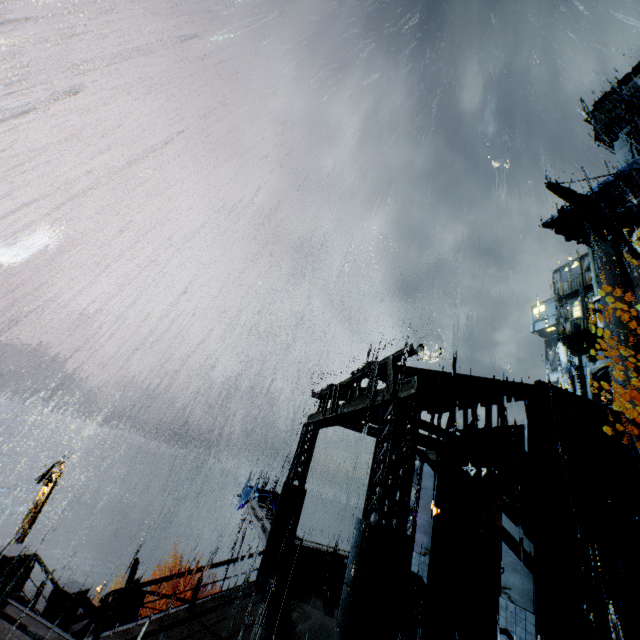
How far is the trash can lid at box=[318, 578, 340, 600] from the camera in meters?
11.2

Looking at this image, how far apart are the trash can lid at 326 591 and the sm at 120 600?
8.25m

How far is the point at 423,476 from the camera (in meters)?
15.99

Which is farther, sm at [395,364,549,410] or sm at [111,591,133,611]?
sm at [111,591,133,611]

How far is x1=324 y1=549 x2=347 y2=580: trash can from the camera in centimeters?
1191cm

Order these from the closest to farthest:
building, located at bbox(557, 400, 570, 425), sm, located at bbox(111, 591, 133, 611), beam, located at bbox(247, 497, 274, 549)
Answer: building, located at bbox(557, 400, 570, 425), sm, located at bbox(111, 591, 133, 611), beam, located at bbox(247, 497, 274, 549)

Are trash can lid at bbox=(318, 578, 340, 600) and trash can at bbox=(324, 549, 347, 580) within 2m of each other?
yes

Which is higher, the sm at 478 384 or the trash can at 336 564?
the sm at 478 384
